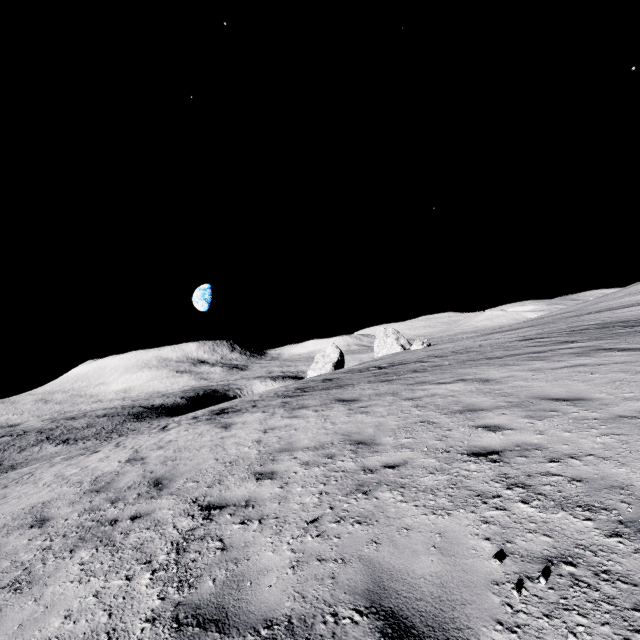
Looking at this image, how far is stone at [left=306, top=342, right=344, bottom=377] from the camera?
53.2 meters

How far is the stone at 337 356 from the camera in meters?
53.2

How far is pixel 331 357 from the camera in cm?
5609
